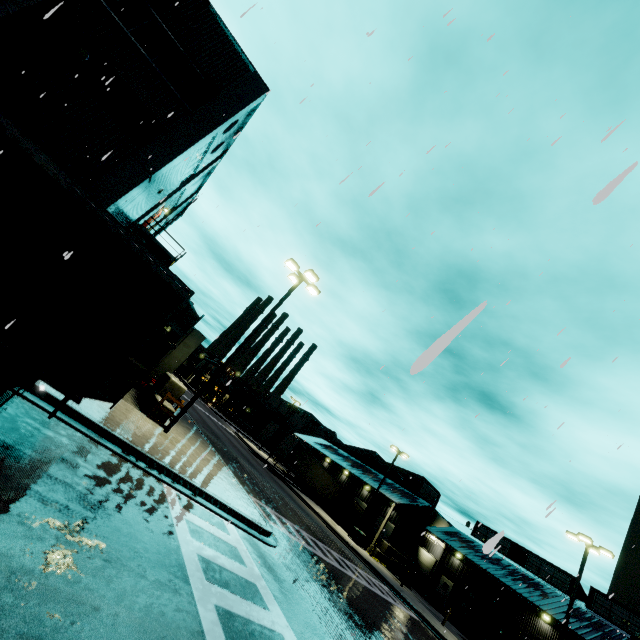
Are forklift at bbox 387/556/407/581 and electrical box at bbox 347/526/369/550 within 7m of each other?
yes

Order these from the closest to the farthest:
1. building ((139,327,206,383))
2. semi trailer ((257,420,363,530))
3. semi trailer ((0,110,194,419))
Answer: semi trailer ((0,110,194,419)) → building ((139,327,206,383)) → semi trailer ((257,420,363,530))

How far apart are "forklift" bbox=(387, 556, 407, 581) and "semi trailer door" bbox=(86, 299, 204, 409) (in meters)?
34.47

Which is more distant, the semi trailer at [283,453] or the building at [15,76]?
the semi trailer at [283,453]

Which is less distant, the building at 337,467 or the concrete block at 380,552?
the concrete block at 380,552

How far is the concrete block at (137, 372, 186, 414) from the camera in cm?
1441

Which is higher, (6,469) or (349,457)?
(349,457)

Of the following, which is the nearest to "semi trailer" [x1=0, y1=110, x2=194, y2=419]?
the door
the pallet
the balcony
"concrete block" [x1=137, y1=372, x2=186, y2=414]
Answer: the balcony
